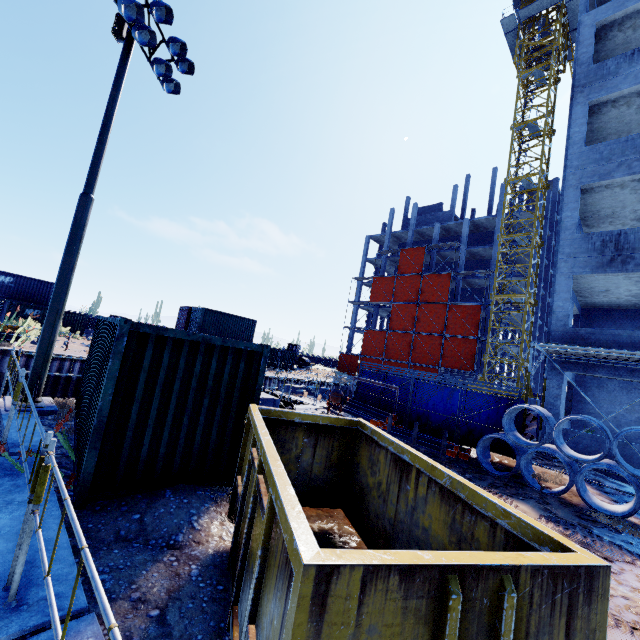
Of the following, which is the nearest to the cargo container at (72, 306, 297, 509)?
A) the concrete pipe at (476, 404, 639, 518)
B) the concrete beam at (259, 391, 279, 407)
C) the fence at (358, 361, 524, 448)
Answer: the concrete beam at (259, 391, 279, 407)

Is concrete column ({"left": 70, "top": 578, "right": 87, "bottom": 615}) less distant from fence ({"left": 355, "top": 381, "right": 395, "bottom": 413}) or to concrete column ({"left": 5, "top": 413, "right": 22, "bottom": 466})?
concrete column ({"left": 5, "top": 413, "right": 22, "bottom": 466})

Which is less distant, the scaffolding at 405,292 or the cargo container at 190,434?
the cargo container at 190,434

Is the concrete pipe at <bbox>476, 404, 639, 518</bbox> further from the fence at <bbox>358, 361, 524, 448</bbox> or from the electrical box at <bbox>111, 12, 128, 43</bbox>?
the electrical box at <bbox>111, 12, 128, 43</bbox>

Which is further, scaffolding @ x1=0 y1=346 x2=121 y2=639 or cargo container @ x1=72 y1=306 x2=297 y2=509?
cargo container @ x1=72 y1=306 x2=297 y2=509

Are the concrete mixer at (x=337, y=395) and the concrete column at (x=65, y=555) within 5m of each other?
no

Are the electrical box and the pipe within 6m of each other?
no

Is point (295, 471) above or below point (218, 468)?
above
